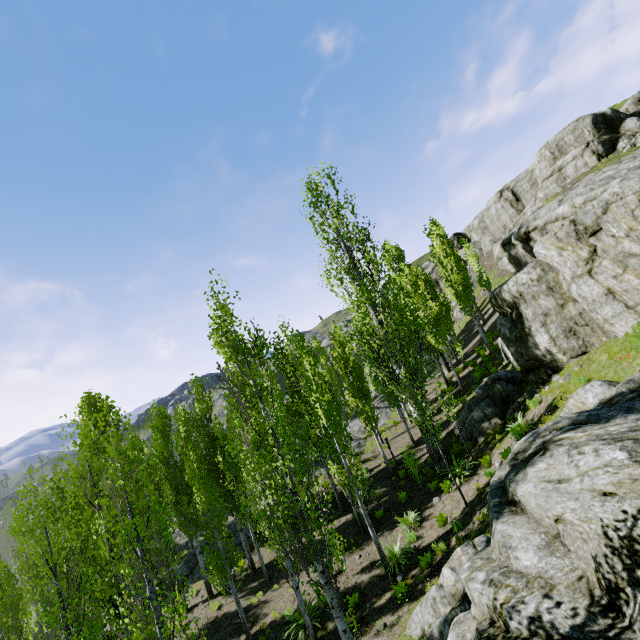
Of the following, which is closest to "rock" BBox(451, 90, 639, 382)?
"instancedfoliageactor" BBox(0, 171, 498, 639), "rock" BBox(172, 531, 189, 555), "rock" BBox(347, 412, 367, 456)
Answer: "instancedfoliageactor" BBox(0, 171, 498, 639)

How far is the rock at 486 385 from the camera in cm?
1545

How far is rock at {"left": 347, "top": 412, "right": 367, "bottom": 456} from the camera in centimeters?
2418cm

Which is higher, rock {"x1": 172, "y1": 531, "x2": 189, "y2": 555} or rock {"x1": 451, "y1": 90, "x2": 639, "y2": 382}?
rock {"x1": 451, "y1": 90, "x2": 639, "y2": 382}

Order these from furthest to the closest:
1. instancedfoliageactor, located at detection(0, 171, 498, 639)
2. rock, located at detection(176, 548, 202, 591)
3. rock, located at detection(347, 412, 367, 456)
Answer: rock, located at detection(347, 412, 367, 456), rock, located at detection(176, 548, 202, 591), instancedfoliageactor, located at detection(0, 171, 498, 639)

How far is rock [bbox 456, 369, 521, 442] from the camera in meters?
15.5 m

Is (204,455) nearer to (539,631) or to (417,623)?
(417,623)

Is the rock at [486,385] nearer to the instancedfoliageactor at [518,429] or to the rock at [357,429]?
the instancedfoliageactor at [518,429]
